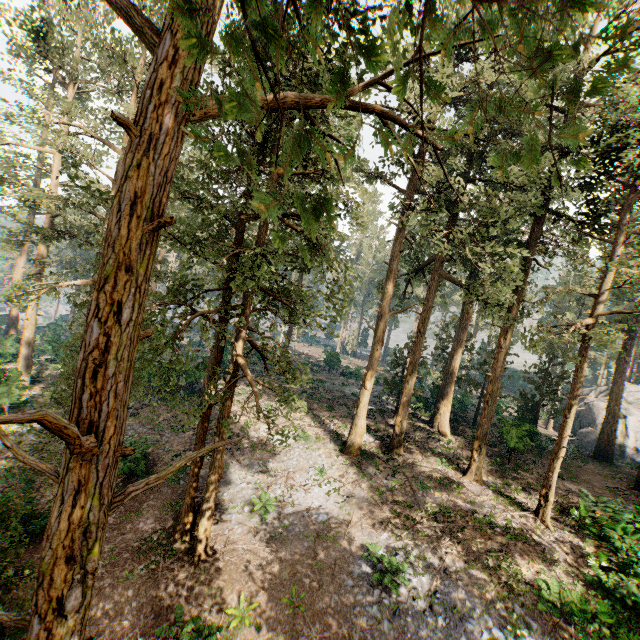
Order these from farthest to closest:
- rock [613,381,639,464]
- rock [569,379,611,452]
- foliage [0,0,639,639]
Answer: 1. rock [569,379,611,452]
2. rock [613,381,639,464]
3. foliage [0,0,639,639]

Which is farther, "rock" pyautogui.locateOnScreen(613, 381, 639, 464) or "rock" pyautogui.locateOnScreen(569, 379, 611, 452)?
"rock" pyautogui.locateOnScreen(569, 379, 611, 452)

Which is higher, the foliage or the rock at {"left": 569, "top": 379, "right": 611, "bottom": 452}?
the foliage

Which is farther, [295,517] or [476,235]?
[295,517]

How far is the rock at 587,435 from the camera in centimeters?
3316cm

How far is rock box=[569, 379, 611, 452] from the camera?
33.2m

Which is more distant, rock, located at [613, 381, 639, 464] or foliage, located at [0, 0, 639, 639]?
rock, located at [613, 381, 639, 464]

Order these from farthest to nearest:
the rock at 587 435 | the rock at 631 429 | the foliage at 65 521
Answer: the rock at 587 435 → the rock at 631 429 → the foliage at 65 521
